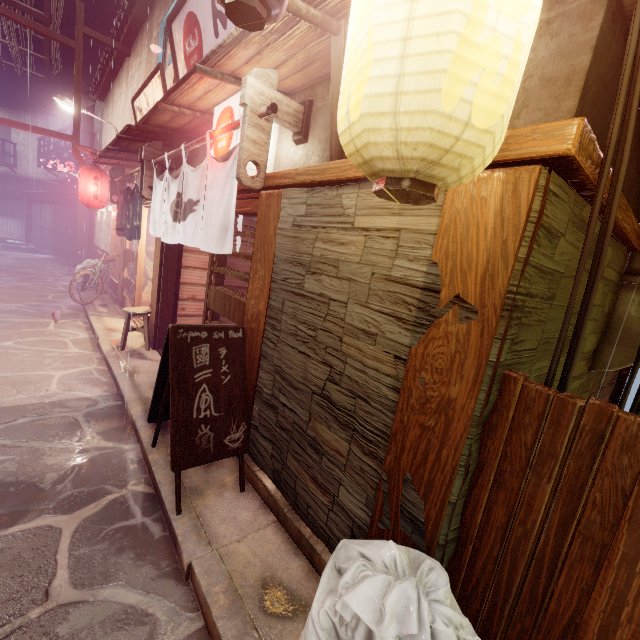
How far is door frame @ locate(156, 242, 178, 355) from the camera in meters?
11.0

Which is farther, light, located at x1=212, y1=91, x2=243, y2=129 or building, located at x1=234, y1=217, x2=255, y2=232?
building, located at x1=234, y1=217, x2=255, y2=232

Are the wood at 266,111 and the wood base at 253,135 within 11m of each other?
yes

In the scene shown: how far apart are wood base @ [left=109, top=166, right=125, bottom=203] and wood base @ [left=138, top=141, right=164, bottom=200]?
7.02m

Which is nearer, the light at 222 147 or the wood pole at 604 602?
the wood pole at 604 602

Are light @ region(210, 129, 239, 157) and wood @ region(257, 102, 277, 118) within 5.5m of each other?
yes

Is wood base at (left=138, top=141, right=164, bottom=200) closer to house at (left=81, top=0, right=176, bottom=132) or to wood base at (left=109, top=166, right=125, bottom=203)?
house at (left=81, top=0, right=176, bottom=132)

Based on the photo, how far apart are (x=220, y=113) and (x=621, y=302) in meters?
8.3 m
